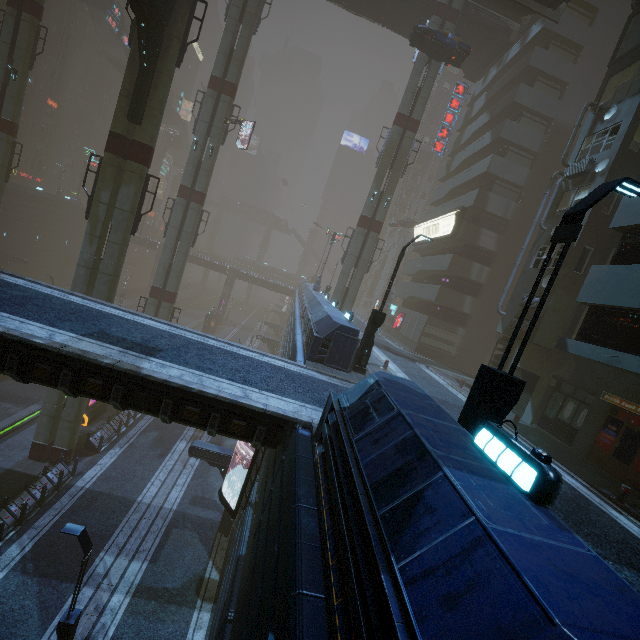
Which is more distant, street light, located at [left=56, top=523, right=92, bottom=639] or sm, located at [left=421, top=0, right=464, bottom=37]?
sm, located at [left=421, top=0, right=464, bottom=37]

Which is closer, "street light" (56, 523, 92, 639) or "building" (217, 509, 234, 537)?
"street light" (56, 523, 92, 639)

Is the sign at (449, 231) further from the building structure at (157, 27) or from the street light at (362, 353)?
the street light at (362, 353)

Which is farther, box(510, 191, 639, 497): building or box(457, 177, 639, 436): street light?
box(510, 191, 639, 497): building

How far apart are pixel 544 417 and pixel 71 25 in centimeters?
8411cm

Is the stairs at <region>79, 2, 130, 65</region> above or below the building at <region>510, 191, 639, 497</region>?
above

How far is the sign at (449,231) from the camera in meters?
29.2 m

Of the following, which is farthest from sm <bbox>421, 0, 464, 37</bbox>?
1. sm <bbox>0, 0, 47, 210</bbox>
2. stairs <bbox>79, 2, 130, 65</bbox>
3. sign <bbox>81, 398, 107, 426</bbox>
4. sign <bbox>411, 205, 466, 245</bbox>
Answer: stairs <bbox>79, 2, 130, 65</bbox>
